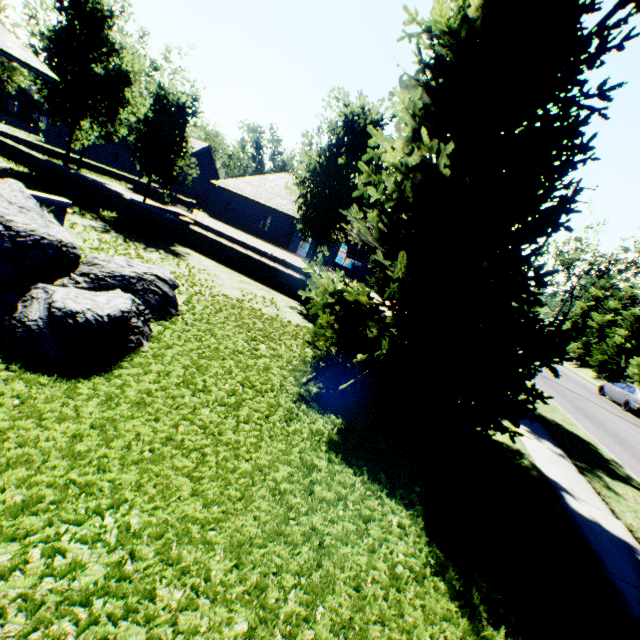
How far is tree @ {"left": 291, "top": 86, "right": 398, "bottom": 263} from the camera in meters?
11.2 m

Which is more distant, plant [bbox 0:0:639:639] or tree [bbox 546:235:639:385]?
tree [bbox 546:235:639:385]

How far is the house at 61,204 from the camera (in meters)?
6.26

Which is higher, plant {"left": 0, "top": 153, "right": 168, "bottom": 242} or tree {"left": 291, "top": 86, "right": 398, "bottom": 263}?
tree {"left": 291, "top": 86, "right": 398, "bottom": 263}

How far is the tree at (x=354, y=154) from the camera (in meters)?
11.19

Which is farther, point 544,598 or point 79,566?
point 544,598

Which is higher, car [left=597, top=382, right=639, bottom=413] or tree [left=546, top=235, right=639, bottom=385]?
tree [left=546, top=235, right=639, bottom=385]

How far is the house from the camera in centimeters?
626cm
